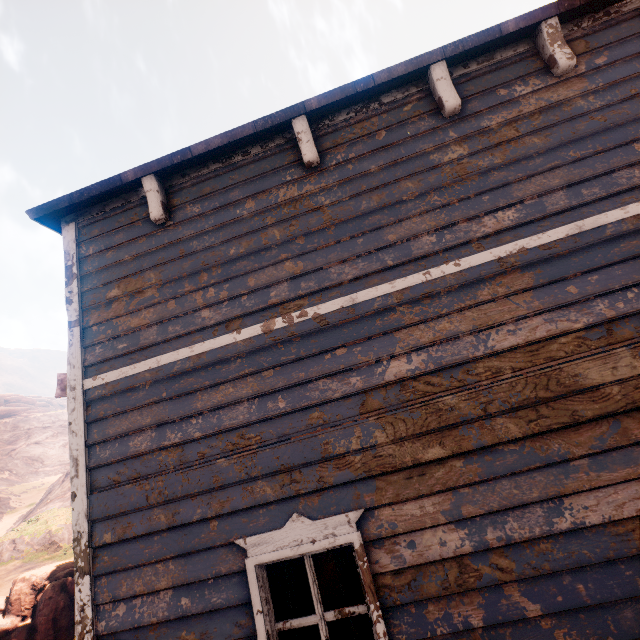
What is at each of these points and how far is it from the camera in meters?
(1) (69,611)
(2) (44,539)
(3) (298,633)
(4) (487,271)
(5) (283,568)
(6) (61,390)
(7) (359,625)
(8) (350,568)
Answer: (1) instancedfoliageactor, 9.5
(2) z, 25.7
(3) curtain, 2.5
(4) building, 2.8
(5) curtain, 2.7
(6) windmill, 9.7
(7) curtain, 2.5
(8) curtain, 2.6

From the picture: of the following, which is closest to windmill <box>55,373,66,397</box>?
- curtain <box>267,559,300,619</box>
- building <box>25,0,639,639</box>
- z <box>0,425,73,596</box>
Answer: z <box>0,425,73,596</box>

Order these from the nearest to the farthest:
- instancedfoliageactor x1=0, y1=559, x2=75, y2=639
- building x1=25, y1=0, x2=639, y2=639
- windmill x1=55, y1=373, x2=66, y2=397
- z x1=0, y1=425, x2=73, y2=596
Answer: building x1=25, y1=0, x2=639, y2=639 < instancedfoliageactor x1=0, y1=559, x2=75, y2=639 < windmill x1=55, y1=373, x2=66, y2=397 < z x1=0, y1=425, x2=73, y2=596

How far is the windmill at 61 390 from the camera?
9.6 meters

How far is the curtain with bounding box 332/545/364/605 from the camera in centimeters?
250cm

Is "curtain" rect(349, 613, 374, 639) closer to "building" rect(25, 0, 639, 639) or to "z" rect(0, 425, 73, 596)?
"building" rect(25, 0, 639, 639)

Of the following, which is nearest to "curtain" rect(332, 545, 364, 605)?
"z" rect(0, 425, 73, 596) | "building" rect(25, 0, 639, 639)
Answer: "building" rect(25, 0, 639, 639)

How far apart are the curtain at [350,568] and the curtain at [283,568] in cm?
37
